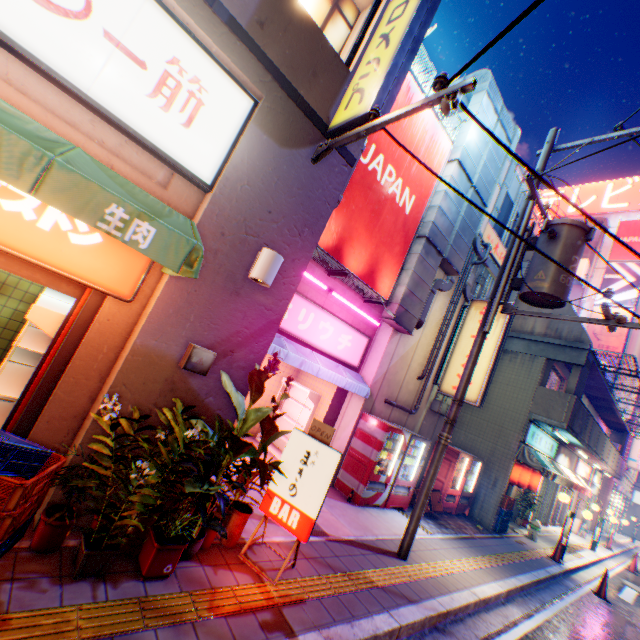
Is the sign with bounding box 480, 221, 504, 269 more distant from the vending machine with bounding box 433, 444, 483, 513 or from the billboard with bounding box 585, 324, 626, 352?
the billboard with bounding box 585, 324, 626, 352

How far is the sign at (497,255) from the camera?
10.9 meters

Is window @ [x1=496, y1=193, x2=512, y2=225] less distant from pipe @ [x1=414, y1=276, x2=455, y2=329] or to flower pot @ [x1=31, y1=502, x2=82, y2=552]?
pipe @ [x1=414, y1=276, x2=455, y2=329]

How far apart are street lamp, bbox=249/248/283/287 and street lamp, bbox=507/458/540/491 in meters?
13.8

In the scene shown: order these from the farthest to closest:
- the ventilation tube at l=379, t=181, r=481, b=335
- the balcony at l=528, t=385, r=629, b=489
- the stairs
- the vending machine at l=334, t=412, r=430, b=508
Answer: the stairs < the balcony at l=528, t=385, r=629, b=489 < the ventilation tube at l=379, t=181, r=481, b=335 < the vending machine at l=334, t=412, r=430, b=508

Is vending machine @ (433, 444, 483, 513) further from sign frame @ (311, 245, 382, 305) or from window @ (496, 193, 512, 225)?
window @ (496, 193, 512, 225)

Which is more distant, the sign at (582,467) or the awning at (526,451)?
the sign at (582,467)

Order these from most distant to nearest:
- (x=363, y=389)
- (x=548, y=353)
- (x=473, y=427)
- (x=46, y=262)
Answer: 1. (x=473, y=427)
2. (x=548, y=353)
3. (x=363, y=389)
4. (x=46, y=262)
